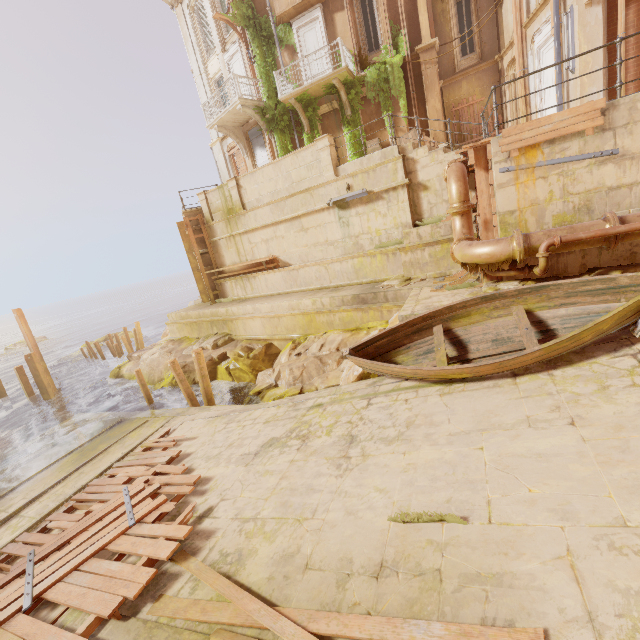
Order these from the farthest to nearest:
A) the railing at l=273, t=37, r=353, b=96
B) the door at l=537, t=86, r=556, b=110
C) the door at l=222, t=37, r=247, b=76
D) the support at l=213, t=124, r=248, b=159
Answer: the support at l=213, t=124, r=248, b=159 < the door at l=222, t=37, r=247, b=76 < the railing at l=273, t=37, r=353, b=96 < the door at l=537, t=86, r=556, b=110

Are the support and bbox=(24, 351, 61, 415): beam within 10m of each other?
no

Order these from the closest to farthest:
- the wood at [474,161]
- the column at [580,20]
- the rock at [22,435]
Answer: the wood at [474,161]
the column at [580,20]
the rock at [22,435]

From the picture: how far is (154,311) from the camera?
58.7m

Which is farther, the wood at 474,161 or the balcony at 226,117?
the balcony at 226,117

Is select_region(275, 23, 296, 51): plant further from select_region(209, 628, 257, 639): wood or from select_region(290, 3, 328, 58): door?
select_region(209, 628, 257, 639): wood

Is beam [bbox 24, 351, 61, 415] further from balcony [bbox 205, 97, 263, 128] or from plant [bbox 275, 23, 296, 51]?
balcony [bbox 205, 97, 263, 128]

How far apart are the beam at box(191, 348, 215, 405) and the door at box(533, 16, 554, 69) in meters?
15.0 m
